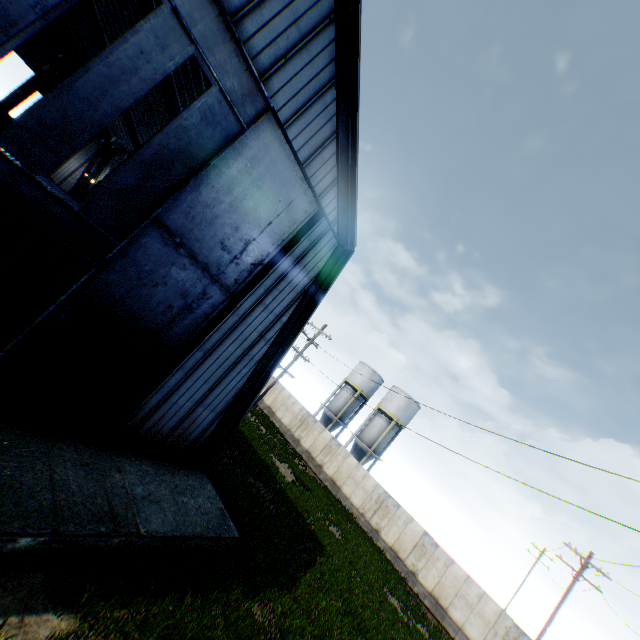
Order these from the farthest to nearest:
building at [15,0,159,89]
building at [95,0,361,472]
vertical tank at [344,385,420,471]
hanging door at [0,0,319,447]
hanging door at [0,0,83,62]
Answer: vertical tank at [344,385,420,471] → building at [15,0,159,89] → building at [95,0,361,472] → hanging door at [0,0,319,447] → hanging door at [0,0,83,62]

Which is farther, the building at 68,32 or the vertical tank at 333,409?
the vertical tank at 333,409

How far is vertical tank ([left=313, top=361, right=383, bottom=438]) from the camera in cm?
4012

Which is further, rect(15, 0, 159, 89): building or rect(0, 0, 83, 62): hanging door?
rect(15, 0, 159, 89): building

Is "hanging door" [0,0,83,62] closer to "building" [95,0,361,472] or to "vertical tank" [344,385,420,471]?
"building" [95,0,361,472]

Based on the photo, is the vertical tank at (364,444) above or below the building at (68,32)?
below

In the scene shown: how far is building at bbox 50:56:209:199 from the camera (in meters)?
18.53

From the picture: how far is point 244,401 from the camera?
13.41m
